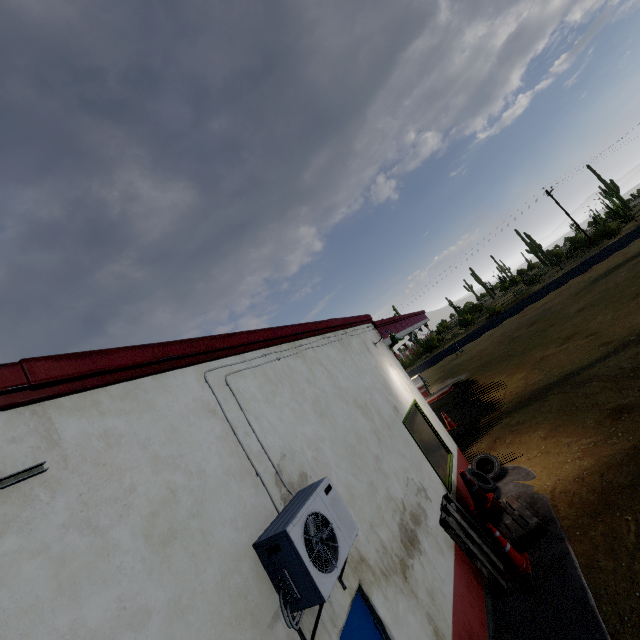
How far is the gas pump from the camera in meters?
19.2

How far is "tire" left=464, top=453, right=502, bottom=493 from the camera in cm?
695

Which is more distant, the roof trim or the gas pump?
the gas pump

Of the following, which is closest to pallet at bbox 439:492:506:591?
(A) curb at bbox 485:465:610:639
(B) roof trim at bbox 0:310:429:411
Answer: (A) curb at bbox 485:465:610:639

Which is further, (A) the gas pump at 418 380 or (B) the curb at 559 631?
(A) the gas pump at 418 380

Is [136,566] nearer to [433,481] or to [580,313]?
[433,481]

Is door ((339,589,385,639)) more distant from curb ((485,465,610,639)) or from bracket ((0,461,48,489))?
bracket ((0,461,48,489))

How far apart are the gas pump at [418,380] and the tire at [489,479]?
10.7 meters
